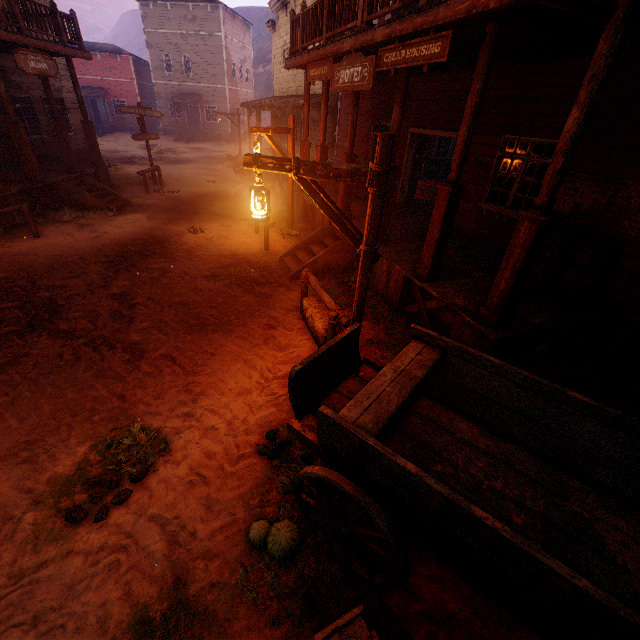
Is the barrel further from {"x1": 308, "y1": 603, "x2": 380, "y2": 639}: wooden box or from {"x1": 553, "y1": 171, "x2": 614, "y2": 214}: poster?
{"x1": 308, "y1": 603, "x2": 380, "y2": 639}: wooden box

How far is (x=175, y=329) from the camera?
5.9 meters

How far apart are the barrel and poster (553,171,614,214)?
0.18m

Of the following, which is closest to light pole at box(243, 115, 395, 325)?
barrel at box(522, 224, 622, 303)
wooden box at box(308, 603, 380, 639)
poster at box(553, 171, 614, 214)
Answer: wooden box at box(308, 603, 380, 639)

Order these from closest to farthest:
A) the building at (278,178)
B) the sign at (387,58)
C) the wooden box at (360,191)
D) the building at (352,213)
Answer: the sign at (387,58), the building at (352,213), the wooden box at (360,191), the building at (278,178)

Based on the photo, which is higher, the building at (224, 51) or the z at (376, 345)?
the building at (224, 51)

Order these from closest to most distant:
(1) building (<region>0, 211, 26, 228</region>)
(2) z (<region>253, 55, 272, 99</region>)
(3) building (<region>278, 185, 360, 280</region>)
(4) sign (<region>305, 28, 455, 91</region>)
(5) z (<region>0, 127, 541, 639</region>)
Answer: (5) z (<region>0, 127, 541, 639</region>), (4) sign (<region>305, 28, 455, 91</region>), (3) building (<region>278, 185, 360, 280</region>), (1) building (<region>0, 211, 26, 228</region>), (2) z (<region>253, 55, 272, 99</region>)

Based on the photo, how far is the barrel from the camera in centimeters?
522cm
